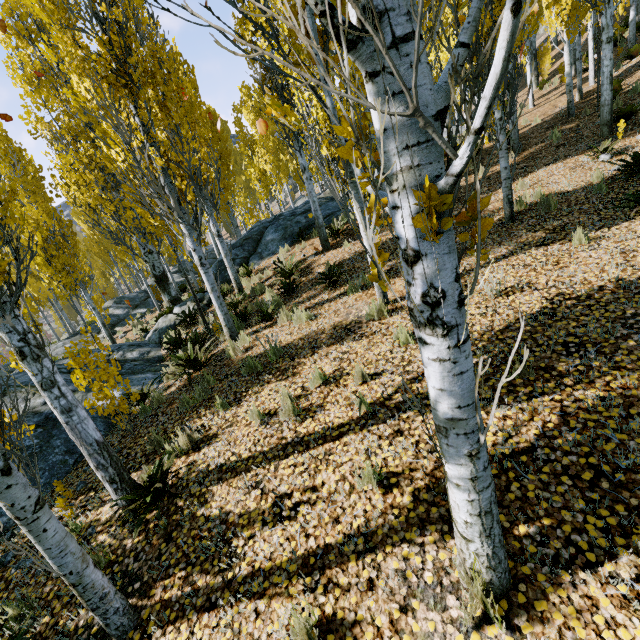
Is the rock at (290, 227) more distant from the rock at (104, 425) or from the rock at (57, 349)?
the rock at (57, 349)

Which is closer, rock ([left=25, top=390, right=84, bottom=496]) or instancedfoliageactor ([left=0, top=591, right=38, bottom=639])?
instancedfoliageactor ([left=0, top=591, right=38, bottom=639])

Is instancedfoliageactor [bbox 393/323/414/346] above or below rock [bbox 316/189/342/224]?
below

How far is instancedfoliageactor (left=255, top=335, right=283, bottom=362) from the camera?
5.9m

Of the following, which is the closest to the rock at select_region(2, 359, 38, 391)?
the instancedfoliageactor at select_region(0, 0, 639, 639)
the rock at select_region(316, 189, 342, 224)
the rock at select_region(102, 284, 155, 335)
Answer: the instancedfoliageactor at select_region(0, 0, 639, 639)

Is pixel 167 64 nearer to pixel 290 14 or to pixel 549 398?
pixel 290 14

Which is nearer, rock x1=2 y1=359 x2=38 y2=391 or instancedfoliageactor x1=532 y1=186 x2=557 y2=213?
instancedfoliageactor x1=532 y1=186 x2=557 y2=213

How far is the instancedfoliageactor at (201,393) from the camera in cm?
573
